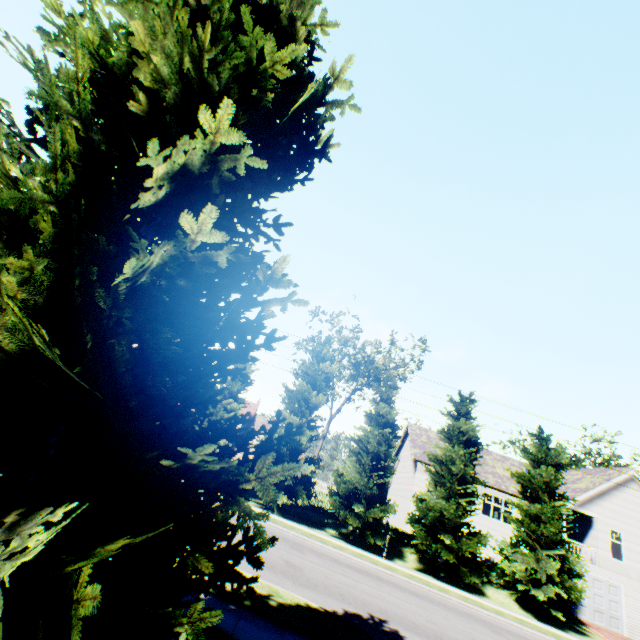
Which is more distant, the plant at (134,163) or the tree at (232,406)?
the tree at (232,406)

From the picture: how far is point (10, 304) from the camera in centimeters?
249cm

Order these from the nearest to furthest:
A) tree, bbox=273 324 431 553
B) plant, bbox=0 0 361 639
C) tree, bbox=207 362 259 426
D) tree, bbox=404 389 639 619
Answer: plant, bbox=0 0 361 639 → tree, bbox=404 389 639 619 → tree, bbox=273 324 431 553 → tree, bbox=207 362 259 426

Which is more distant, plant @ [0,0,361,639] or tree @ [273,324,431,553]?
tree @ [273,324,431,553]

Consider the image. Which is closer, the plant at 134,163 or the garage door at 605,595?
the plant at 134,163

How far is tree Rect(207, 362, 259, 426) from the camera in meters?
22.0

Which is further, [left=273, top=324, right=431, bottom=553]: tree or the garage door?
the garage door

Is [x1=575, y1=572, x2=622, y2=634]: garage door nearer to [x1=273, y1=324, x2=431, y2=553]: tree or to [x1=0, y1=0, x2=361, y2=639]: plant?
[x1=273, y1=324, x2=431, y2=553]: tree
